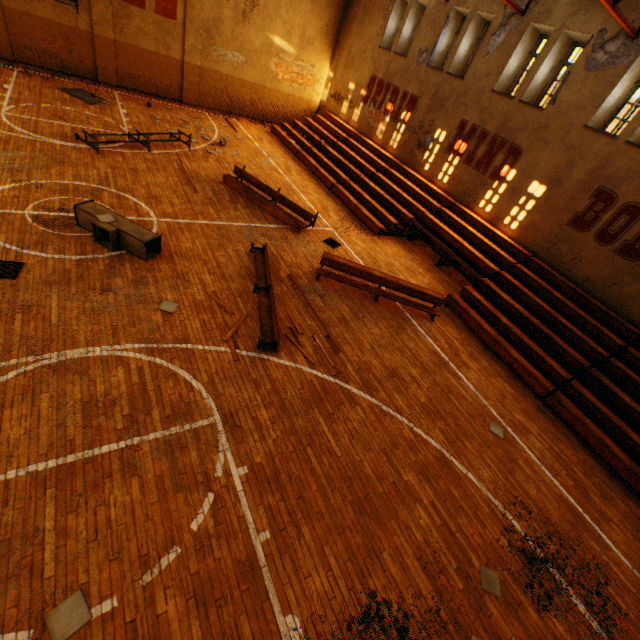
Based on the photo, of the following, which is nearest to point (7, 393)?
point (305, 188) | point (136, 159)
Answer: point (136, 159)

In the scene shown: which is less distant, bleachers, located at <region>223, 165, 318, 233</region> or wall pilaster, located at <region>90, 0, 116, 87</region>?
bleachers, located at <region>223, 165, 318, 233</region>

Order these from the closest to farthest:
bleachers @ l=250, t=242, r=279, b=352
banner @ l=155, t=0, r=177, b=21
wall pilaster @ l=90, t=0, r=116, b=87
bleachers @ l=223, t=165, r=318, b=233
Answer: bleachers @ l=250, t=242, r=279, b=352 → bleachers @ l=223, t=165, r=318, b=233 → wall pilaster @ l=90, t=0, r=116, b=87 → banner @ l=155, t=0, r=177, b=21

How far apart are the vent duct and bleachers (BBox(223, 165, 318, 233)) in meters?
4.7

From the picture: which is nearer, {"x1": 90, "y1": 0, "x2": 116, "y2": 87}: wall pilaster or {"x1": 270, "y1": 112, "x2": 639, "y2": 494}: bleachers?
{"x1": 270, "y1": 112, "x2": 639, "y2": 494}: bleachers

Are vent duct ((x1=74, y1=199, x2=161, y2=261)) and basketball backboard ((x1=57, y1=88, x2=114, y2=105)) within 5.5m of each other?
no

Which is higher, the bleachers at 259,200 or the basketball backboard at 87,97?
the bleachers at 259,200

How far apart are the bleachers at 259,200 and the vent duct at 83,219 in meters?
4.7 m
